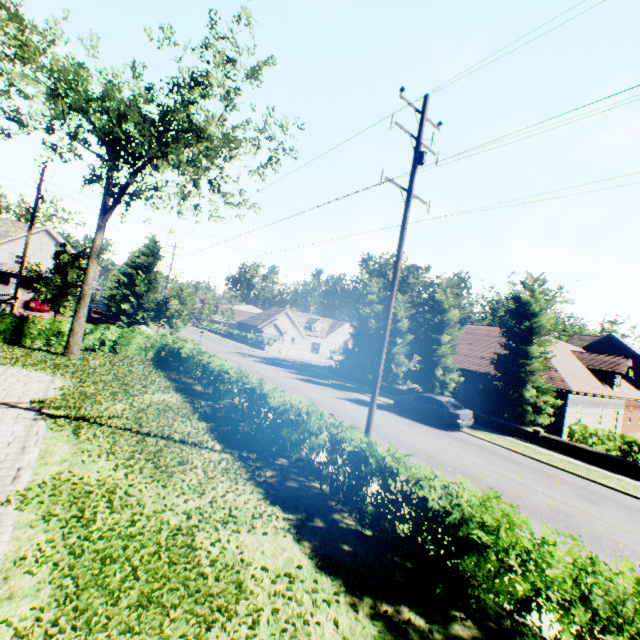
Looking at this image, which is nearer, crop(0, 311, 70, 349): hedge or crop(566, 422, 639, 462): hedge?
crop(566, 422, 639, 462): hedge

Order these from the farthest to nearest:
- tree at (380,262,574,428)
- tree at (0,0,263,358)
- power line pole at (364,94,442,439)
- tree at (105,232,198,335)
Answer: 1. tree at (105,232,198,335)
2. tree at (380,262,574,428)
3. tree at (0,0,263,358)
4. power line pole at (364,94,442,439)

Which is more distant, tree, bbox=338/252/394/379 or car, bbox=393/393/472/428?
tree, bbox=338/252/394/379

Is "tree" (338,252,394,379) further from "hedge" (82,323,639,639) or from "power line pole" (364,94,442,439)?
"hedge" (82,323,639,639)

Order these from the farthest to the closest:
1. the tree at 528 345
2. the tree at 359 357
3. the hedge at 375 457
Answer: the tree at 359 357, the tree at 528 345, the hedge at 375 457

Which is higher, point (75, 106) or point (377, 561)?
point (75, 106)

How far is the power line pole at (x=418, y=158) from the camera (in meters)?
9.59

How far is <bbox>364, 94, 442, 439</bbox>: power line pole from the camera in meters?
9.6
